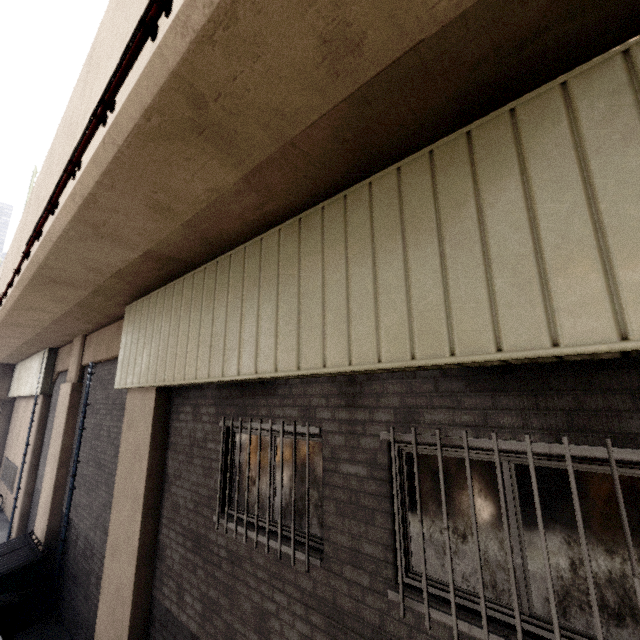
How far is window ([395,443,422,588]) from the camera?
2.6m

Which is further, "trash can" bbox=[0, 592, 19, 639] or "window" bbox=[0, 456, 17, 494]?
"window" bbox=[0, 456, 17, 494]

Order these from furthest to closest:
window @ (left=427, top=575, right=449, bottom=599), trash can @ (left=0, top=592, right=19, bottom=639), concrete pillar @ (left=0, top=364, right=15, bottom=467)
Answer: concrete pillar @ (left=0, top=364, right=15, bottom=467) → trash can @ (left=0, top=592, right=19, bottom=639) → window @ (left=427, top=575, right=449, bottom=599)

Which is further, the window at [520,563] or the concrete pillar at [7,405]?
the concrete pillar at [7,405]

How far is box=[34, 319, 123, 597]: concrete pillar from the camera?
8.5m

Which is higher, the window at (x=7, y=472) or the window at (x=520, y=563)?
the window at (x=520, y=563)

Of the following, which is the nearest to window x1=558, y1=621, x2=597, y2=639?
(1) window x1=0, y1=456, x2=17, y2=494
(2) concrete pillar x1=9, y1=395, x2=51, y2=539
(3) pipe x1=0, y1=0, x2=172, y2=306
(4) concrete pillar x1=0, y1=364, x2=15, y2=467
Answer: (3) pipe x1=0, y1=0, x2=172, y2=306

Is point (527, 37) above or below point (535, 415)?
above
